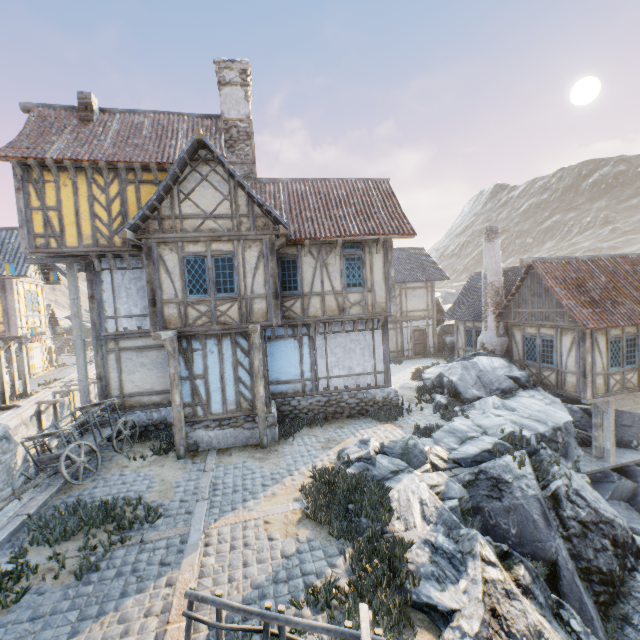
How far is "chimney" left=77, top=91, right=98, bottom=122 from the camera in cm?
1219

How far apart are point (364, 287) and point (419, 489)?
7.27m

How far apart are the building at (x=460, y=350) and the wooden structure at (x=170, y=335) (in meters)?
16.54

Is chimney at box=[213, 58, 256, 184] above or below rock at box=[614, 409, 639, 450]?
above

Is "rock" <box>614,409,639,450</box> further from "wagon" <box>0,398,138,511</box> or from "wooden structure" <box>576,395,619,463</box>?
"wagon" <box>0,398,138,511</box>

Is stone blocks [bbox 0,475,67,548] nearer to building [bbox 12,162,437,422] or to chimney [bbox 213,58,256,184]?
building [bbox 12,162,437,422]

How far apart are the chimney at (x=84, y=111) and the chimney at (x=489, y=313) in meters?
18.4 m

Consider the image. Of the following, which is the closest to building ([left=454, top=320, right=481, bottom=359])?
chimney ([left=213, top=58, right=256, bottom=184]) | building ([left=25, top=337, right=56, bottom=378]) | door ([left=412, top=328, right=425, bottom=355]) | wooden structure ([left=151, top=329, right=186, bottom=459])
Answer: door ([left=412, top=328, right=425, bottom=355])
